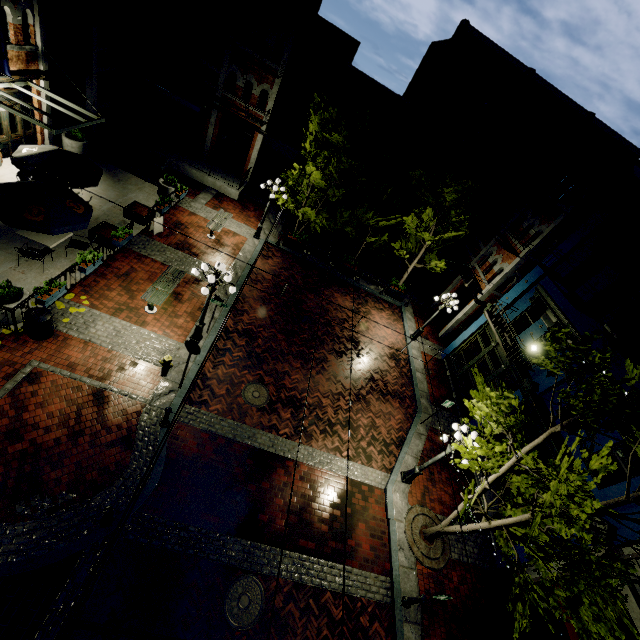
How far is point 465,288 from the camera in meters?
20.6

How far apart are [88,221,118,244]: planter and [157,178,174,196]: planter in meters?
4.4

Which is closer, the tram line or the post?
the tram line

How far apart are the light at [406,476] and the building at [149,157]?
20.6m

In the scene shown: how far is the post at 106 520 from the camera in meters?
7.0 m

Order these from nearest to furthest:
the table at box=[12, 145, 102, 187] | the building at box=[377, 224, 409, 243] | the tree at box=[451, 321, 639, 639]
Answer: the tree at box=[451, 321, 639, 639], the table at box=[12, 145, 102, 187], the building at box=[377, 224, 409, 243]

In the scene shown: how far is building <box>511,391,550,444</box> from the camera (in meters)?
11.68

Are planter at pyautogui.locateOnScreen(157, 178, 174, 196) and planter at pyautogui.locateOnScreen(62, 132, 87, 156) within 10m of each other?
yes
